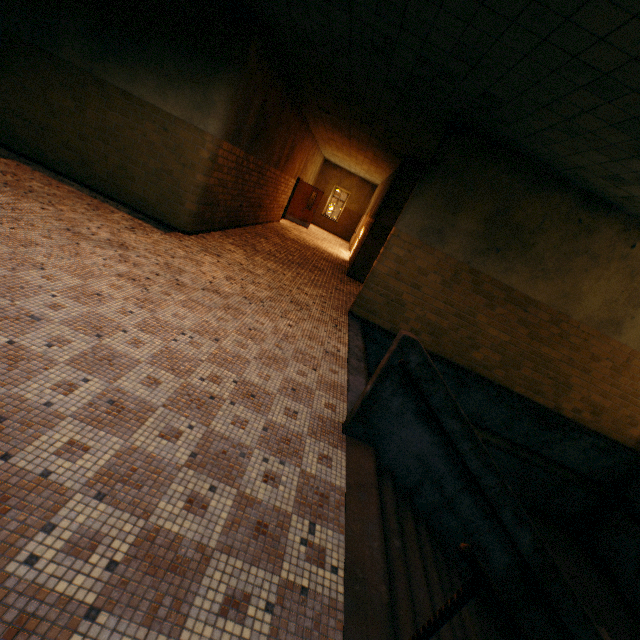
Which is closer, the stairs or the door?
the stairs

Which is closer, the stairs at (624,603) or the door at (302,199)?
the stairs at (624,603)

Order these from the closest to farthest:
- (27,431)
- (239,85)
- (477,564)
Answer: (477,564) → (27,431) → (239,85)

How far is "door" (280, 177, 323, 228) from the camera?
16.5m

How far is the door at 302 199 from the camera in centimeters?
1650cm
